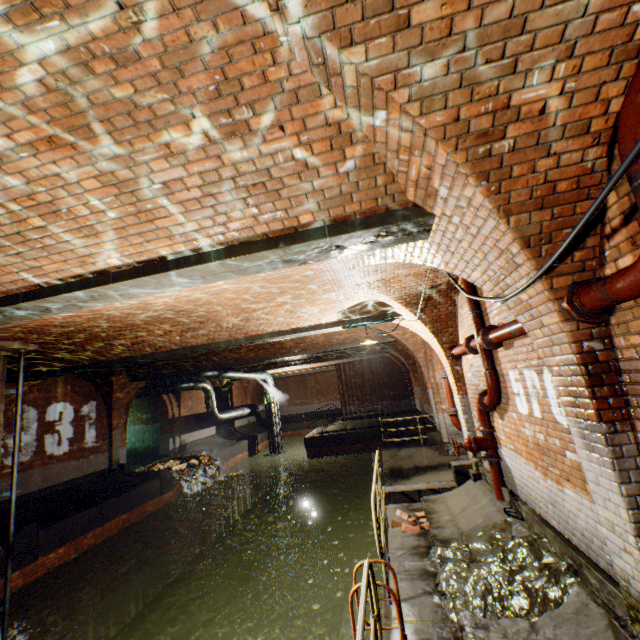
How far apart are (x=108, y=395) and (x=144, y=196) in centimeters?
1473cm

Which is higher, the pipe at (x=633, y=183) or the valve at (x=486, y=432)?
the pipe at (x=633, y=183)

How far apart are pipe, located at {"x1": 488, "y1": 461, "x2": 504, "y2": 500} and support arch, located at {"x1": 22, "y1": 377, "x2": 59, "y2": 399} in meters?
12.6

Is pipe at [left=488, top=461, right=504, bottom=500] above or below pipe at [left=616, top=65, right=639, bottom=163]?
Answer: below

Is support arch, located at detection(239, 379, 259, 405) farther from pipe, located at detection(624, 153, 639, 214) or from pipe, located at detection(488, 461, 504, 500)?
pipe, located at detection(624, 153, 639, 214)

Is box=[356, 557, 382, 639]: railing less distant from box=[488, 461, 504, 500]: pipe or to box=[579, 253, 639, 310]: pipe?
box=[579, 253, 639, 310]: pipe

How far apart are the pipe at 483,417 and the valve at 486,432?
0.01m

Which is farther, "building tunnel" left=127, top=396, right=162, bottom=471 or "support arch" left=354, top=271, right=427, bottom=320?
"building tunnel" left=127, top=396, right=162, bottom=471
